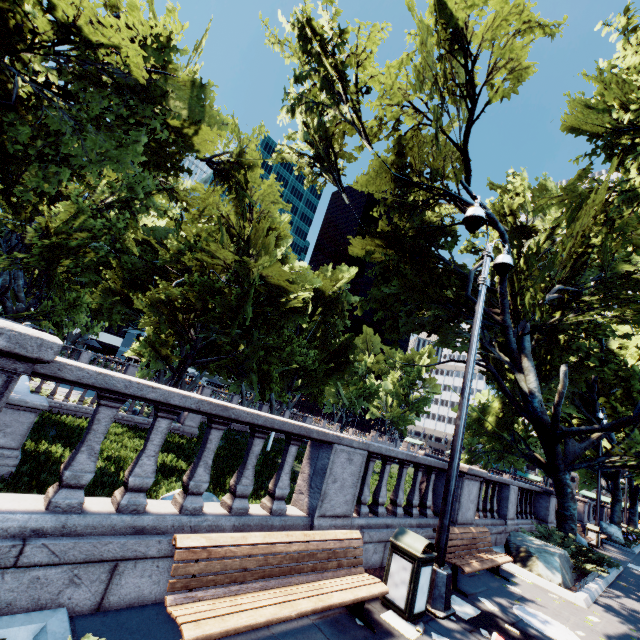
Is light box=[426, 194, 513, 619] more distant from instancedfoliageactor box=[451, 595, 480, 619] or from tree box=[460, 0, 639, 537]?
tree box=[460, 0, 639, 537]

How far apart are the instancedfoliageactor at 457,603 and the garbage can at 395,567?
0.8m

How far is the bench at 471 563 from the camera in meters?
6.2 m

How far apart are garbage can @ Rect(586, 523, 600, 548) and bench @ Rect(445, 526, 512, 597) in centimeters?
1493cm

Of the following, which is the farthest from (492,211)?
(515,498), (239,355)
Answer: (239,355)

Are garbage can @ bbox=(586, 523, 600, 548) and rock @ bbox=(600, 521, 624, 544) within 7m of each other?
yes

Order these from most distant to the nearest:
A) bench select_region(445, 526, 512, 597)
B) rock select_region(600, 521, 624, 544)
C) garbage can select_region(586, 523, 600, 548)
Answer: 1. rock select_region(600, 521, 624, 544)
2. garbage can select_region(586, 523, 600, 548)
3. bench select_region(445, 526, 512, 597)

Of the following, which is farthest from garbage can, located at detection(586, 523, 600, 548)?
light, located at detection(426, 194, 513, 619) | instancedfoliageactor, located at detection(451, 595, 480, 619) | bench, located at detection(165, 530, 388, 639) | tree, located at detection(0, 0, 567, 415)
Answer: bench, located at detection(165, 530, 388, 639)
